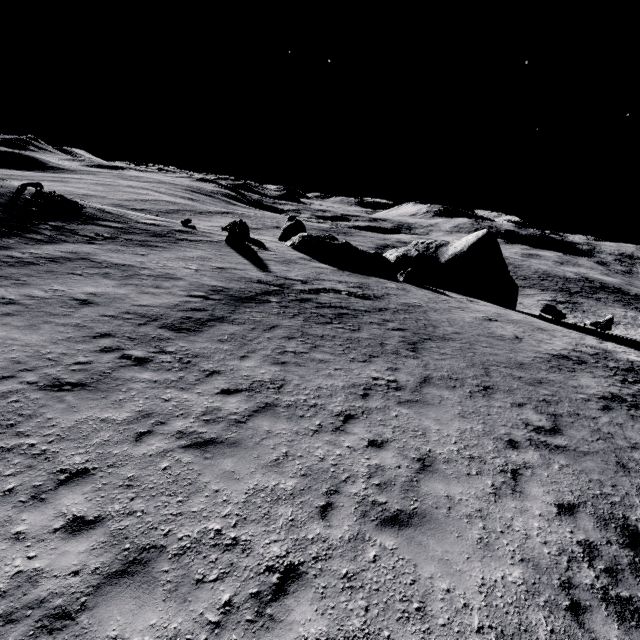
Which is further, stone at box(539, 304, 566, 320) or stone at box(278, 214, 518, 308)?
stone at box(278, 214, 518, 308)

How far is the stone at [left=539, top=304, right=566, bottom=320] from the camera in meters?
27.2 m

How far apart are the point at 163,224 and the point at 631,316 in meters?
69.2

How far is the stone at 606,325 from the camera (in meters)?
27.28

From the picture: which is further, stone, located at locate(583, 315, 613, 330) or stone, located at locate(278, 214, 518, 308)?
stone, located at locate(278, 214, 518, 308)

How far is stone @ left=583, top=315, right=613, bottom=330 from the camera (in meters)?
27.28

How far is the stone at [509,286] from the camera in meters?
28.6 m
